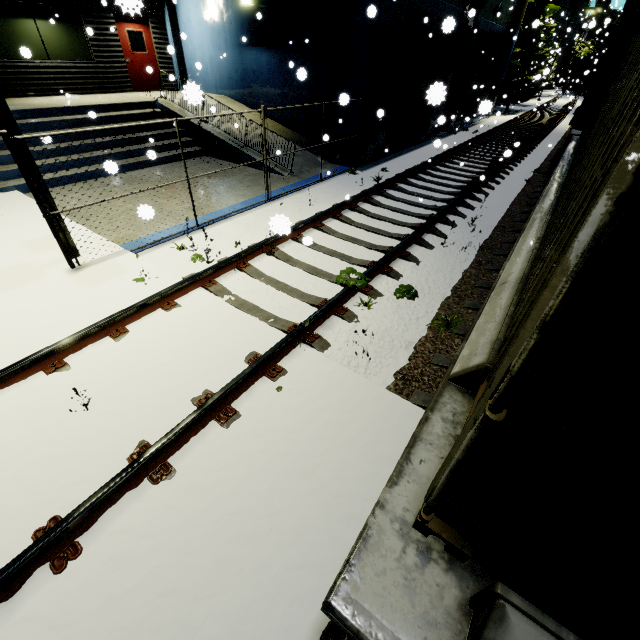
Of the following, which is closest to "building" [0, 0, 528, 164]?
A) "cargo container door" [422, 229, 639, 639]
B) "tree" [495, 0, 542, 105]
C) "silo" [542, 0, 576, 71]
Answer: "tree" [495, 0, 542, 105]

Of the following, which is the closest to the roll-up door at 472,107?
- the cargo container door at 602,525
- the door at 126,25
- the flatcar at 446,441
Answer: the flatcar at 446,441

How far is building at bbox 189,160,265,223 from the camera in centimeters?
808cm

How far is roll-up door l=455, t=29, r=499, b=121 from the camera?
19.5m

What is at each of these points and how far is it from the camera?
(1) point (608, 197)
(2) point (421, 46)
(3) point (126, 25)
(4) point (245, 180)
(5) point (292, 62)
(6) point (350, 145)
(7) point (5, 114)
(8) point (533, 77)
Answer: (1) cargo container, 0.6m
(2) roll-up door, 13.8m
(3) door, 12.8m
(4) building, 10.0m
(5) building, 10.2m
(6) building, 11.8m
(7) light, 4.4m
(8) tree, 26.2m

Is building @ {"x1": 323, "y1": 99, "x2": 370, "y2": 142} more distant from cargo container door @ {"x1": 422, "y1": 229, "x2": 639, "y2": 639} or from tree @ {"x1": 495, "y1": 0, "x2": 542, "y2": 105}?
cargo container door @ {"x1": 422, "y1": 229, "x2": 639, "y2": 639}

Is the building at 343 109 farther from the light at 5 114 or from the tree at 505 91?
the light at 5 114

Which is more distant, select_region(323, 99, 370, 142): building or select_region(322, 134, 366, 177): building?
select_region(322, 134, 366, 177): building
